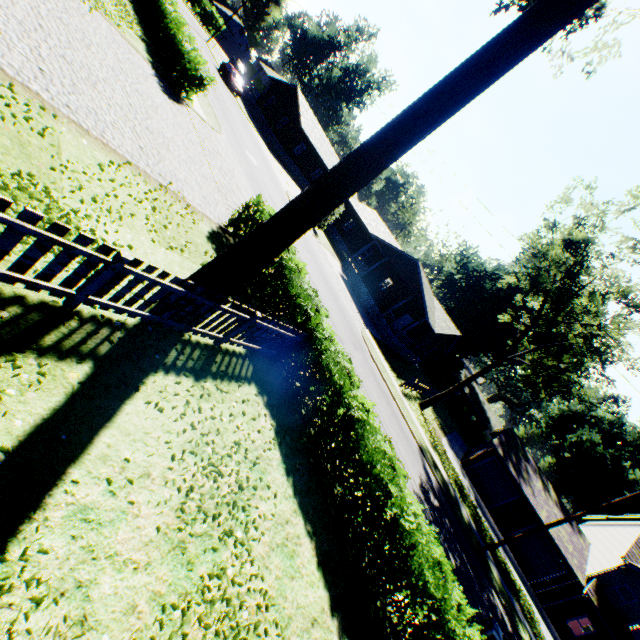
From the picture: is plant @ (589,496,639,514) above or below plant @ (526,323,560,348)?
below

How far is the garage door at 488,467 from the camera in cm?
2744

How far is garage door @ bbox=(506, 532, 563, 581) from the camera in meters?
25.0

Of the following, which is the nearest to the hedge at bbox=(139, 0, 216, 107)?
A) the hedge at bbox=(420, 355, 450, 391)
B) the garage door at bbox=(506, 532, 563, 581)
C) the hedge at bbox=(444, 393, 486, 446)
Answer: the garage door at bbox=(506, 532, 563, 581)

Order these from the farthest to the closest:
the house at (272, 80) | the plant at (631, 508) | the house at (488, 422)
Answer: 1. the house at (488, 422)
2. the plant at (631, 508)
3. the house at (272, 80)

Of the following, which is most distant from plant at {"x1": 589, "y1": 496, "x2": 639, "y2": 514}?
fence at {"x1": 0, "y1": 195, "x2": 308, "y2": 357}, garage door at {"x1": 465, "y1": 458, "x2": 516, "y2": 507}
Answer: fence at {"x1": 0, "y1": 195, "x2": 308, "y2": 357}

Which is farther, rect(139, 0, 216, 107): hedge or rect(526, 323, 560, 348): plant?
rect(526, 323, 560, 348): plant

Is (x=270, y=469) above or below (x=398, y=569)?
below
